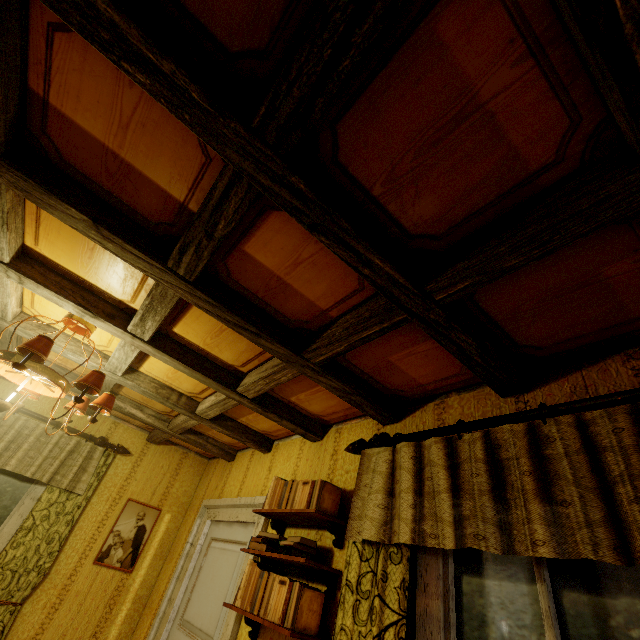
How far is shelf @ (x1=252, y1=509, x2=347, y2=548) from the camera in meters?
2.0

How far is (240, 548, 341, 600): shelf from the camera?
1.81m

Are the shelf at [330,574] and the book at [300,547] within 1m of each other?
yes

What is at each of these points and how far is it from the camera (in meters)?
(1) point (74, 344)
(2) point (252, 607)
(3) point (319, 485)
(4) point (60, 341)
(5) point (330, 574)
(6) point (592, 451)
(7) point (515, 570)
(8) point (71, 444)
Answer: (1) rafters, 2.62
(2) book, 1.94
(3) book, 2.10
(4) rafters, 2.56
(5) shelf, 1.86
(6) curtain, 1.15
(7) window, 1.33
(8) curtain, 3.54

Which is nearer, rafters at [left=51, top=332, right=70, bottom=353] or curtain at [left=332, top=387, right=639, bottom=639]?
curtain at [left=332, top=387, right=639, bottom=639]

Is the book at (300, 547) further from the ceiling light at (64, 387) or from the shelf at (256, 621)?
the ceiling light at (64, 387)

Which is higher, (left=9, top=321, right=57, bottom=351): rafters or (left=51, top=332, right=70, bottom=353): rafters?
(left=51, top=332, right=70, bottom=353): rafters

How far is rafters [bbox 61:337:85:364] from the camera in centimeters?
258cm
